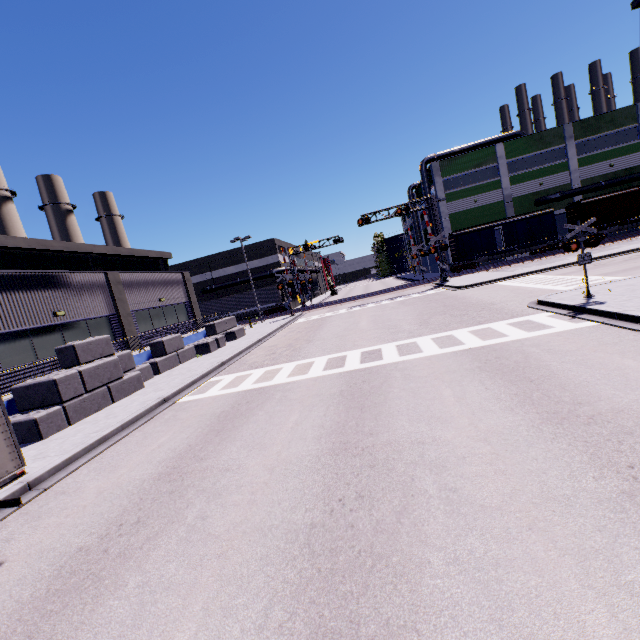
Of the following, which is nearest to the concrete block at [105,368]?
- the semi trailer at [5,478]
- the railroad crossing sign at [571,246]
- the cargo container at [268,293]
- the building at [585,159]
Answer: the building at [585,159]

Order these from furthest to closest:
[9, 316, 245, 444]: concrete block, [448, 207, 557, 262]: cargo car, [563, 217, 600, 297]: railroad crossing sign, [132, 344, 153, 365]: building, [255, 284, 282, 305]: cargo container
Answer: [255, 284, 282, 305]: cargo container < [448, 207, 557, 262]: cargo car < [132, 344, 153, 365]: building < [563, 217, 600, 297]: railroad crossing sign < [9, 316, 245, 444]: concrete block

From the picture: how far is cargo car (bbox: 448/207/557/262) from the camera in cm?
3712

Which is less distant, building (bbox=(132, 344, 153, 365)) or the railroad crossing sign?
the railroad crossing sign

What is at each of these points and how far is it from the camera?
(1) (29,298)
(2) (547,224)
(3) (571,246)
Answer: (1) building, 14.5m
(2) cargo car, 37.1m
(3) railroad crossing sign, 11.7m

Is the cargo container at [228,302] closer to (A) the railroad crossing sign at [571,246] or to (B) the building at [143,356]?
(B) the building at [143,356]

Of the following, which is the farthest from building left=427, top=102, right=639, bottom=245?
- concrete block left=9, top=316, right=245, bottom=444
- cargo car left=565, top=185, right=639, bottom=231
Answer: cargo car left=565, top=185, right=639, bottom=231

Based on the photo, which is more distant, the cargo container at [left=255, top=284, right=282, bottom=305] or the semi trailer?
the cargo container at [left=255, top=284, right=282, bottom=305]
